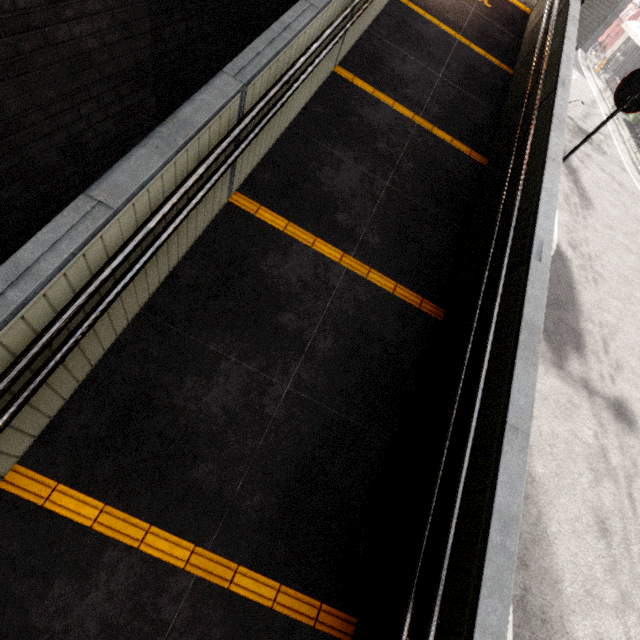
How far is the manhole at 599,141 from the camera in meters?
12.7

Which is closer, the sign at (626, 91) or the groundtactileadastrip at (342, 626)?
the groundtactileadastrip at (342, 626)

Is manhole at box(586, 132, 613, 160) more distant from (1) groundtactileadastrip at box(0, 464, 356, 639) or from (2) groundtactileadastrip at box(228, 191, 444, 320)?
(1) groundtactileadastrip at box(0, 464, 356, 639)

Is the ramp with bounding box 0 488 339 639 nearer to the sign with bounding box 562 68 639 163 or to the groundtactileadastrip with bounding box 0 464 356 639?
the groundtactileadastrip with bounding box 0 464 356 639

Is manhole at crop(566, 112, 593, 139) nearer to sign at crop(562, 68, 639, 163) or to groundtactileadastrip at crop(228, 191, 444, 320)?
sign at crop(562, 68, 639, 163)

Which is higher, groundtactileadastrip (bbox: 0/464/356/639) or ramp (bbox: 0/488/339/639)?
groundtactileadastrip (bbox: 0/464/356/639)

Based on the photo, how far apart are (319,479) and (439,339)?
1.96m

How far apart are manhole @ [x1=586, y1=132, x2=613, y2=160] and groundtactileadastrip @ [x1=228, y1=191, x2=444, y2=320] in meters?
14.0
